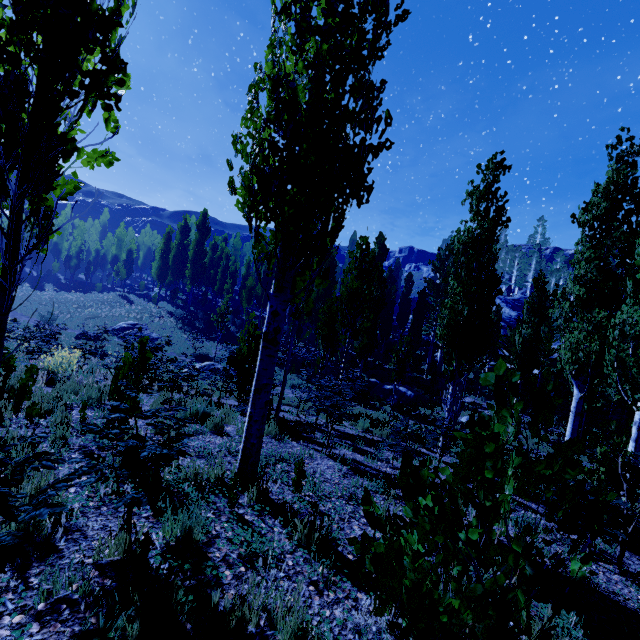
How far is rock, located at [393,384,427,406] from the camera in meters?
20.6

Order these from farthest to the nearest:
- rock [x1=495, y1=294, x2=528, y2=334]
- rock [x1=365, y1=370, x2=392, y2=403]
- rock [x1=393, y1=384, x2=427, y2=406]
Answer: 1. rock [x1=495, y1=294, x2=528, y2=334]
2. rock [x1=365, y1=370, x2=392, y2=403]
3. rock [x1=393, y1=384, x2=427, y2=406]

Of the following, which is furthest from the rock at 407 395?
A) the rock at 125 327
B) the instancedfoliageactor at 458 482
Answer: the rock at 125 327

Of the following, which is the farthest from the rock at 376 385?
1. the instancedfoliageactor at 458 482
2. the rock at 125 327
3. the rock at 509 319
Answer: the rock at 125 327

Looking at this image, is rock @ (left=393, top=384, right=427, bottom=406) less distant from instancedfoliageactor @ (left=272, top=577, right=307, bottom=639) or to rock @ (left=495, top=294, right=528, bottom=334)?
instancedfoliageactor @ (left=272, top=577, right=307, bottom=639)

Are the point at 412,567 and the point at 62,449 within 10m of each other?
yes

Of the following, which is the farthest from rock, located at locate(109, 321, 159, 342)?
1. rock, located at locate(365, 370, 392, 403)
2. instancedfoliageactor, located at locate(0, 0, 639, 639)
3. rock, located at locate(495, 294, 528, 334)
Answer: rock, located at locate(495, 294, 528, 334)
